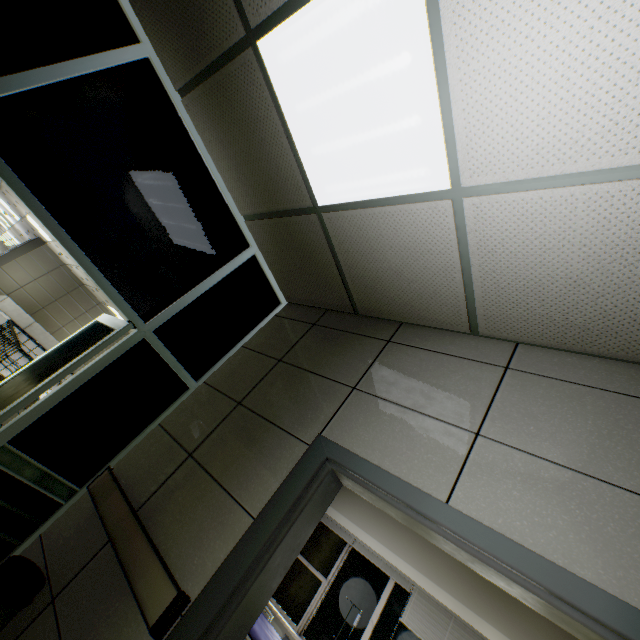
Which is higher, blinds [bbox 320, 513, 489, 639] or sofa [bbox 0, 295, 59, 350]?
blinds [bbox 320, 513, 489, 639]

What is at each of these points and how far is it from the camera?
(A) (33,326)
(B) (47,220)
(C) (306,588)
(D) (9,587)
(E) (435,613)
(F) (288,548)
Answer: (A) sofa, 12.5m
(B) doorway, 2.0m
(C) window, 5.8m
(D) garbage can, 1.7m
(E) blinds, 4.8m
(F) door, 1.7m

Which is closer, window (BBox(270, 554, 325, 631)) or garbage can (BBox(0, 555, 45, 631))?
garbage can (BBox(0, 555, 45, 631))

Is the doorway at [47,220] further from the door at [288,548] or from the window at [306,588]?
the window at [306,588]

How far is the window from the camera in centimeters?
557cm

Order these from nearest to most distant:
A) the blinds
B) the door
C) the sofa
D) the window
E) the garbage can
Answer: the door < the garbage can < the blinds < the window < the sofa

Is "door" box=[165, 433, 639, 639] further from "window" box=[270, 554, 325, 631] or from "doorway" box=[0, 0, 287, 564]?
"window" box=[270, 554, 325, 631]

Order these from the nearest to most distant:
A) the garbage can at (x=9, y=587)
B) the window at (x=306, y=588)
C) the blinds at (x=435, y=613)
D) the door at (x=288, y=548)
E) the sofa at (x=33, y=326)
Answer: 1. the door at (x=288, y=548)
2. the garbage can at (x=9, y=587)
3. the blinds at (x=435, y=613)
4. the window at (x=306, y=588)
5. the sofa at (x=33, y=326)
